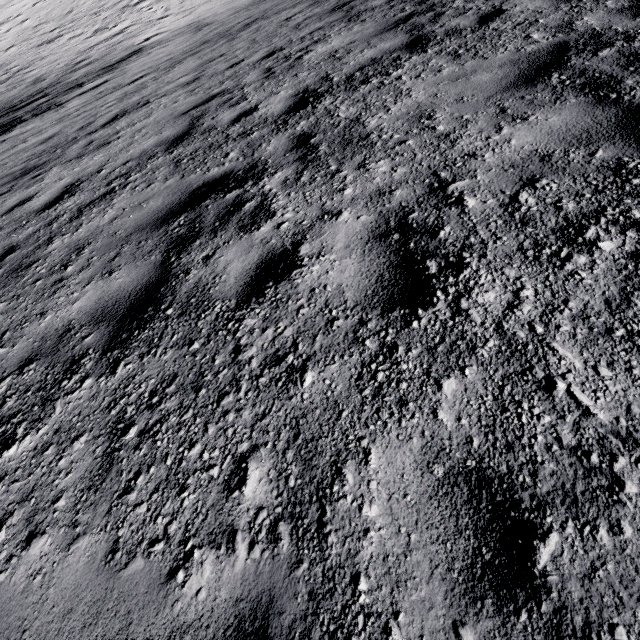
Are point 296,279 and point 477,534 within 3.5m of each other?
yes
